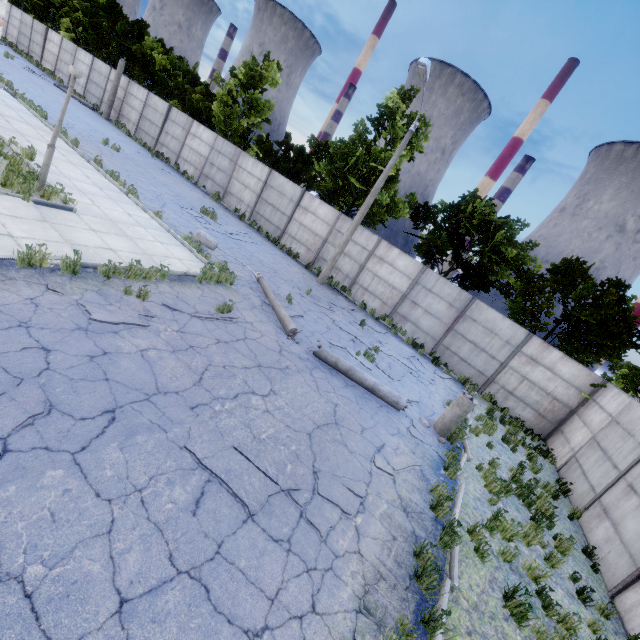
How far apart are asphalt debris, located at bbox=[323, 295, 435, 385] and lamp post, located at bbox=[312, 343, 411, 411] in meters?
3.1 m

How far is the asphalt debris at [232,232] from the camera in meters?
15.3 m

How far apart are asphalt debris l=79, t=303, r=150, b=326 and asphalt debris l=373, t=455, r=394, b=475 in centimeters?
533cm

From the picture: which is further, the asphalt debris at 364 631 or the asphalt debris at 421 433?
the asphalt debris at 421 433

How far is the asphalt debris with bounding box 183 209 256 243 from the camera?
15.32m

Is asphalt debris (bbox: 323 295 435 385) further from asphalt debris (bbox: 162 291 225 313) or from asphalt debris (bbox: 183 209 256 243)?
asphalt debris (bbox: 183 209 256 243)

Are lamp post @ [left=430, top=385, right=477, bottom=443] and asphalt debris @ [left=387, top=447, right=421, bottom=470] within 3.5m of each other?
yes

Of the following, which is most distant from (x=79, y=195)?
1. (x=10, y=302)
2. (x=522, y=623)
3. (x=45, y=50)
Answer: (x=45, y=50)
